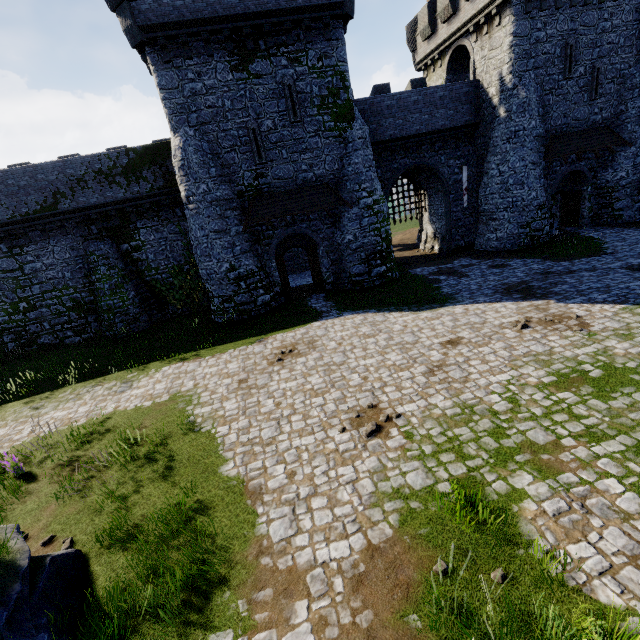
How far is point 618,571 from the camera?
4.4m

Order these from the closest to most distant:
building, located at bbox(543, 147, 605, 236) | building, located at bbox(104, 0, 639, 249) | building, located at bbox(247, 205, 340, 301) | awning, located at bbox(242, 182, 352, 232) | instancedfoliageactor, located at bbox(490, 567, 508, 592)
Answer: instancedfoliageactor, located at bbox(490, 567, 508, 592) < building, located at bbox(104, 0, 639, 249) < awning, located at bbox(242, 182, 352, 232) < building, located at bbox(247, 205, 340, 301) < building, located at bbox(543, 147, 605, 236)

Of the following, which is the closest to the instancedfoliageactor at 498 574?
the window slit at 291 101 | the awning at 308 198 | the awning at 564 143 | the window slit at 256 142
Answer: the awning at 308 198

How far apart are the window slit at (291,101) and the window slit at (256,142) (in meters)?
1.53

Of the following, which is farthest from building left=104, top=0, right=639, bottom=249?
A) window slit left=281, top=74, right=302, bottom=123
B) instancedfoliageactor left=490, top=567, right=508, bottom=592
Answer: instancedfoliageactor left=490, top=567, right=508, bottom=592

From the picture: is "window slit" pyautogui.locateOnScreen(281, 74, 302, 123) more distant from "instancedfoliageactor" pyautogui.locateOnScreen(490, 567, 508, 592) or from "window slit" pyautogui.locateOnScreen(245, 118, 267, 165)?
"instancedfoliageactor" pyautogui.locateOnScreen(490, 567, 508, 592)
